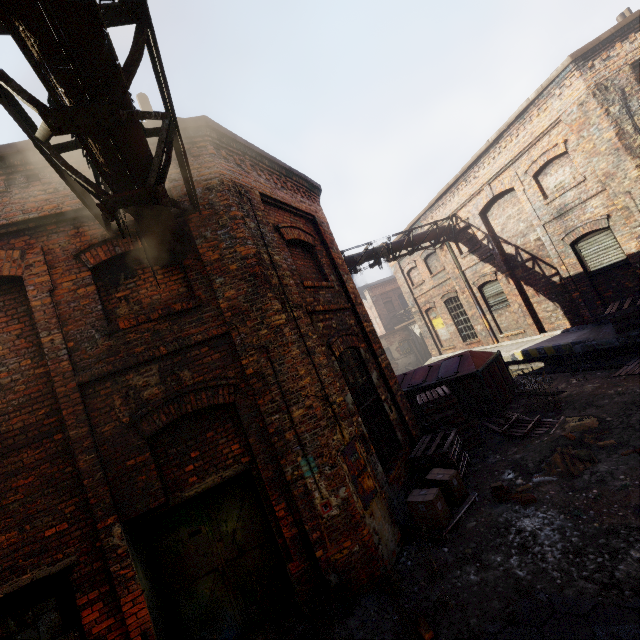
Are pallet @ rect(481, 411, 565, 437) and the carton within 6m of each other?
yes

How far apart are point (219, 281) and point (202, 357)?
1.2m

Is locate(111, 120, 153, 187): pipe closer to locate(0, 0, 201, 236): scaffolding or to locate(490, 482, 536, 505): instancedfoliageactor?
locate(0, 0, 201, 236): scaffolding

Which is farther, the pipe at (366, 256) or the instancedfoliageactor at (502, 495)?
the pipe at (366, 256)

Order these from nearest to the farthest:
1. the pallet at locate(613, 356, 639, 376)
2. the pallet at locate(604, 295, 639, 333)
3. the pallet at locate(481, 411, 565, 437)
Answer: the pallet at locate(481, 411, 565, 437), the pallet at locate(613, 356, 639, 376), the pallet at locate(604, 295, 639, 333)

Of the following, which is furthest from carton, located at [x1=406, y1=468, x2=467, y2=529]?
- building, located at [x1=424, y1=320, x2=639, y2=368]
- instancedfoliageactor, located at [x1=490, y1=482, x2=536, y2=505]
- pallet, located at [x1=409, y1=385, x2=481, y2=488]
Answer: building, located at [x1=424, y1=320, x2=639, y2=368]

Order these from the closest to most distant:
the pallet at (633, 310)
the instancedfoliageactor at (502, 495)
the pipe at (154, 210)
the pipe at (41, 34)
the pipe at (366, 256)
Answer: the pipe at (41, 34) < the pipe at (154, 210) < the instancedfoliageactor at (502, 495) < the pallet at (633, 310) < the pipe at (366, 256)

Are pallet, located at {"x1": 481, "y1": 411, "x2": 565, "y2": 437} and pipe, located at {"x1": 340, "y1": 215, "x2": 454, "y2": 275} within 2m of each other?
no
